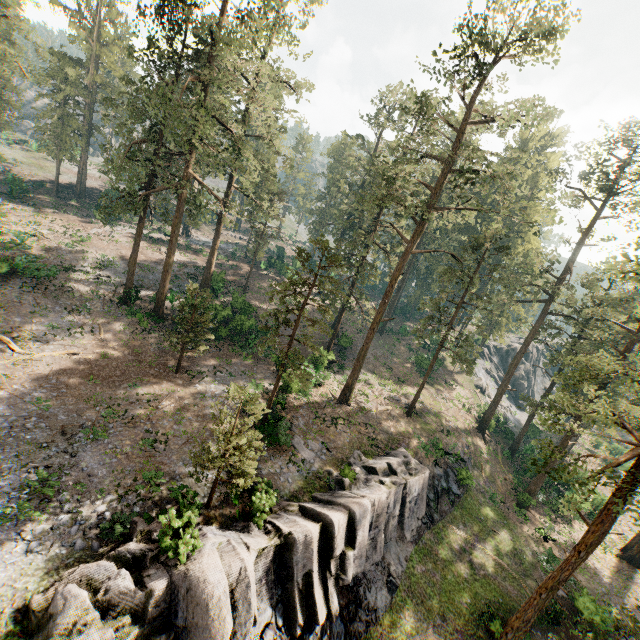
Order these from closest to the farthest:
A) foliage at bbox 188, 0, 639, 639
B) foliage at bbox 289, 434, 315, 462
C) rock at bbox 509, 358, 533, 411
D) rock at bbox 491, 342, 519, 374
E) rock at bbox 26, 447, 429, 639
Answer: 1. rock at bbox 26, 447, 429, 639
2. foliage at bbox 188, 0, 639, 639
3. foliage at bbox 289, 434, 315, 462
4. rock at bbox 509, 358, 533, 411
5. rock at bbox 491, 342, 519, 374

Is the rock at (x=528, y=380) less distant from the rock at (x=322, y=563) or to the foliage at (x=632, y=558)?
the foliage at (x=632, y=558)

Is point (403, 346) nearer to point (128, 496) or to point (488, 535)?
point (488, 535)

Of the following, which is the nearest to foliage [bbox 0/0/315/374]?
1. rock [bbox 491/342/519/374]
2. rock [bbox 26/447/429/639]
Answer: rock [bbox 491/342/519/374]

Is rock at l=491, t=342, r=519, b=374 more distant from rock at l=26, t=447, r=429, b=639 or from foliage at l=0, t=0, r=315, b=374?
rock at l=26, t=447, r=429, b=639

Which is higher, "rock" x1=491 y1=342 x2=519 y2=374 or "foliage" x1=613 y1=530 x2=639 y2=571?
"rock" x1=491 y1=342 x2=519 y2=374

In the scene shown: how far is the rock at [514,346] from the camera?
58.4m
